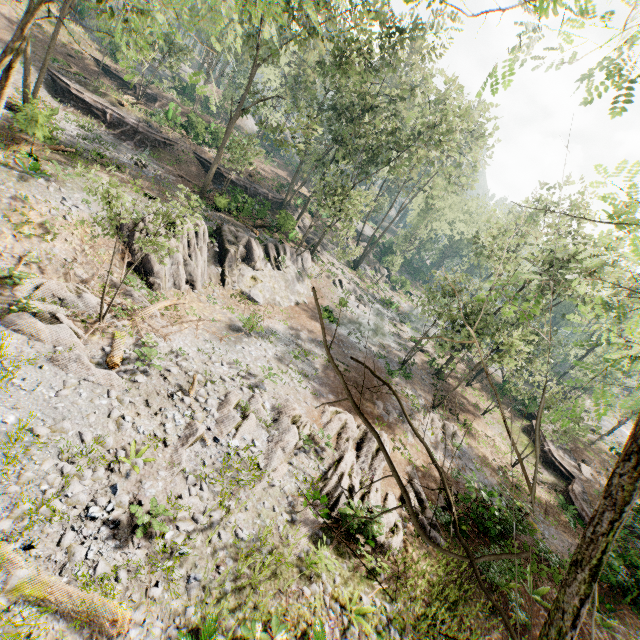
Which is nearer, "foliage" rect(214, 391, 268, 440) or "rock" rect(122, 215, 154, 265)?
"foliage" rect(214, 391, 268, 440)

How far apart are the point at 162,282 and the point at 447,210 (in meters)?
47.82

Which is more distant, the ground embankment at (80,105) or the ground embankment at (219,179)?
the ground embankment at (219,179)

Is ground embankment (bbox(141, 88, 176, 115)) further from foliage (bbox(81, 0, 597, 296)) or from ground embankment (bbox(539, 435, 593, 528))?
ground embankment (bbox(539, 435, 593, 528))

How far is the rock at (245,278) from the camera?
18.7m

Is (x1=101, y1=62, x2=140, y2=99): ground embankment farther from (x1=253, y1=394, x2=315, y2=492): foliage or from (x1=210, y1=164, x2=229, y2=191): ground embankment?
(x1=210, y1=164, x2=229, y2=191): ground embankment

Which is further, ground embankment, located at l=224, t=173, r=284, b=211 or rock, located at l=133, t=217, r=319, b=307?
ground embankment, located at l=224, t=173, r=284, b=211

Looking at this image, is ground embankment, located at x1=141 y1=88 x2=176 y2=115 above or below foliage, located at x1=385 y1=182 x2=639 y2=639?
below
